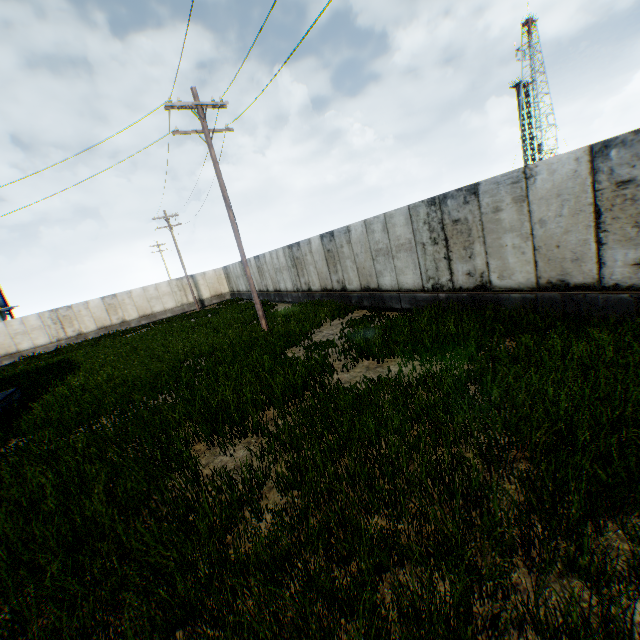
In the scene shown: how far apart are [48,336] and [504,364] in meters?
36.5 m
